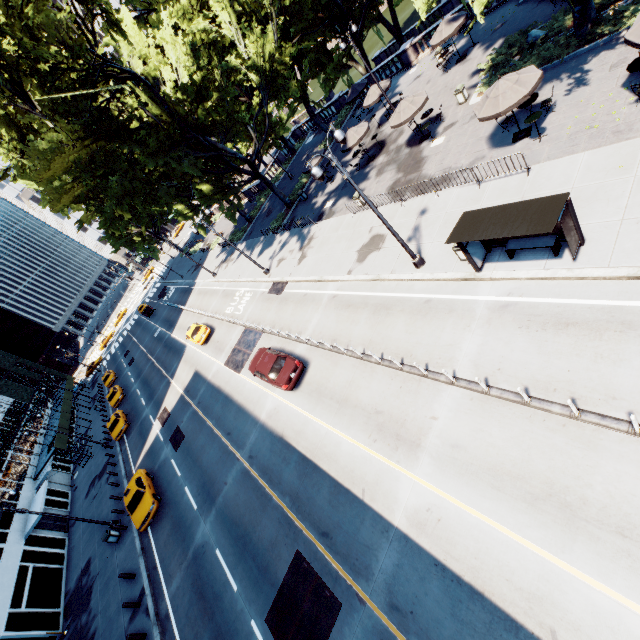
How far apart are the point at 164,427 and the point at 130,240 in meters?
44.2

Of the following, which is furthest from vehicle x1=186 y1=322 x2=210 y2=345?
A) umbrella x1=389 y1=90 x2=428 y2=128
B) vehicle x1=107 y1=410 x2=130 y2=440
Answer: umbrella x1=389 y1=90 x2=428 y2=128

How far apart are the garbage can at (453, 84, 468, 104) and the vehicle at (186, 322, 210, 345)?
26.6m

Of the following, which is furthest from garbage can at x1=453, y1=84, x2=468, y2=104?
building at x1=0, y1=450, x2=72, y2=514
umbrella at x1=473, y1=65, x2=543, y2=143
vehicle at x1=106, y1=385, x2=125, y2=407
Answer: vehicle at x1=106, y1=385, x2=125, y2=407

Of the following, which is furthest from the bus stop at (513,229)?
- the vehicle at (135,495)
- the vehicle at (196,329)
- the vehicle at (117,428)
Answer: the vehicle at (117,428)

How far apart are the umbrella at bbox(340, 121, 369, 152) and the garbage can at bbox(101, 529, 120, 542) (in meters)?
32.60

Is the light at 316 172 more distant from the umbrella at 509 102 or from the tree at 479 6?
the umbrella at 509 102

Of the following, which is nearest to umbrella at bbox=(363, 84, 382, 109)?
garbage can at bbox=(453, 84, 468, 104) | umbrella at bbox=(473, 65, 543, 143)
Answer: garbage can at bbox=(453, 84, 468, 104)
